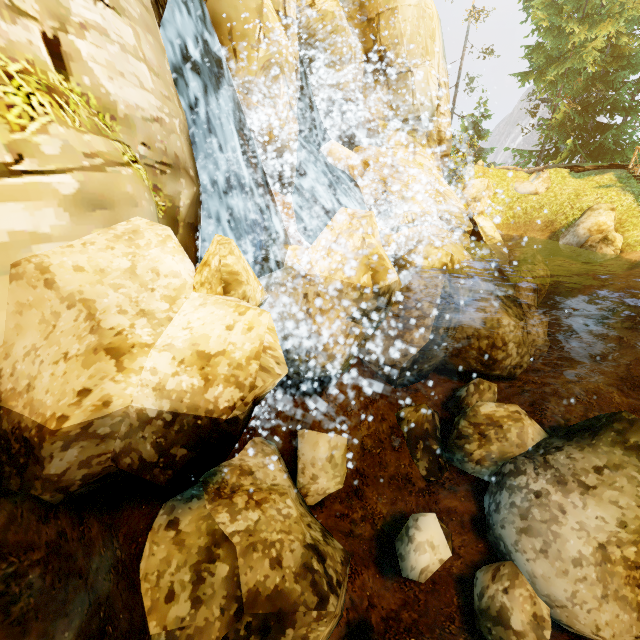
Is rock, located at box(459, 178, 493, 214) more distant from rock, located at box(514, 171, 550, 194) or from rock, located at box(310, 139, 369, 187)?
rock, located at box(310, 139, 369, 187)

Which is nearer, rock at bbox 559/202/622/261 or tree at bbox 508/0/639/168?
rock at bbox 559/202/622/261

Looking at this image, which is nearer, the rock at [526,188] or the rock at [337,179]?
the rock at [337,179]

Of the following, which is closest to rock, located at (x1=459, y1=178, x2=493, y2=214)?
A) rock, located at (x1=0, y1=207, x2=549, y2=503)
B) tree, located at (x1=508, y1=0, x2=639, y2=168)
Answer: rock, located at (x1=0, y1=207, x2=549, y2=503)

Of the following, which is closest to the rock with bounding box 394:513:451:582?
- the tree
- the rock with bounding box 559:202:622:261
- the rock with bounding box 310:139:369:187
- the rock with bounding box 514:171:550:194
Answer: the rock with bounding box 559:202:622:261

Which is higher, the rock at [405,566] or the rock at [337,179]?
the rock at [337,179]

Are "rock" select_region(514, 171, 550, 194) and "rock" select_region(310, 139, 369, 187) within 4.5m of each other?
no

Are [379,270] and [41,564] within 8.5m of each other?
yes
